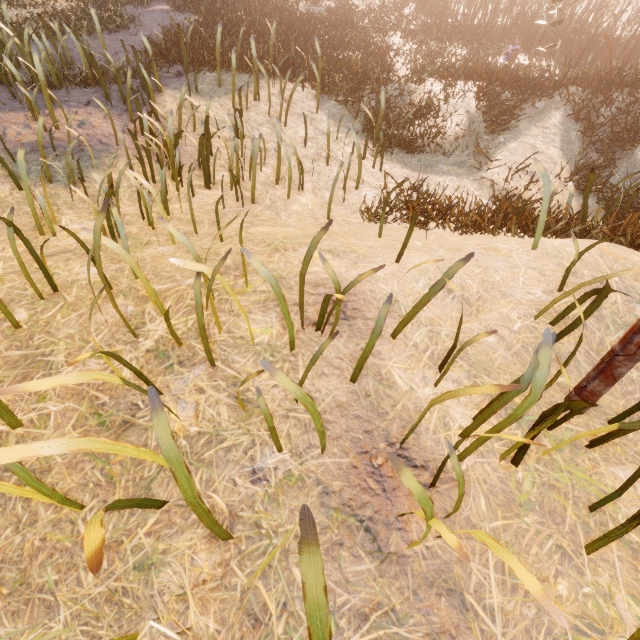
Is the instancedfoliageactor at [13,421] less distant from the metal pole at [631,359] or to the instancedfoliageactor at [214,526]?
the instancedfoliageactor at [214,526]

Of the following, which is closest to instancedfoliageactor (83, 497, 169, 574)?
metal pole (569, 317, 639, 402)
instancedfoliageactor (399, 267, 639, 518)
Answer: instancedfoliageactor (399, 267, 639, 518)

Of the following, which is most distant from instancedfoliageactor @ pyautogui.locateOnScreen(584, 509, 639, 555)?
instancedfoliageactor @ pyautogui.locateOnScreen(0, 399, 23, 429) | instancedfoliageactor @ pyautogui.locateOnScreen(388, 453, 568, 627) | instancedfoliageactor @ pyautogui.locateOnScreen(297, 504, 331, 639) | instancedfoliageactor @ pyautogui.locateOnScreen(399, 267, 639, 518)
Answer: instancedfoliageactor @ pyautogui.locateOnScreen(0, 399, 23, 429)

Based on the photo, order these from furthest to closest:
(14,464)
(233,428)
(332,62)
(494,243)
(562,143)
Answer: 1. (332,62)
2. (562,143)
3. (494,243)
4. (233,428)
5. (14,464)

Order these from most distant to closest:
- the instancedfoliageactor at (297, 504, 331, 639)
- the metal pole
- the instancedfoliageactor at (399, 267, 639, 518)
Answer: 1. the metal pole
2. the instancedfoliageactor at (399, 267, 639, 518)
3. the instancedfoliageactor at (297, 504, 331, 639)

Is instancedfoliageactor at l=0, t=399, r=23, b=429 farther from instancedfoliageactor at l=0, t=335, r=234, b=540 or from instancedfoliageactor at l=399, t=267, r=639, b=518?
instancedfoliageactor at l=399, t=267, r=639, b=518

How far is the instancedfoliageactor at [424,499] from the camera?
0.9m

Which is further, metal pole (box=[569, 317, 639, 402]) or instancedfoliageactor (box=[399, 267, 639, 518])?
metal pole (box=[569, 317, 639, 402])
